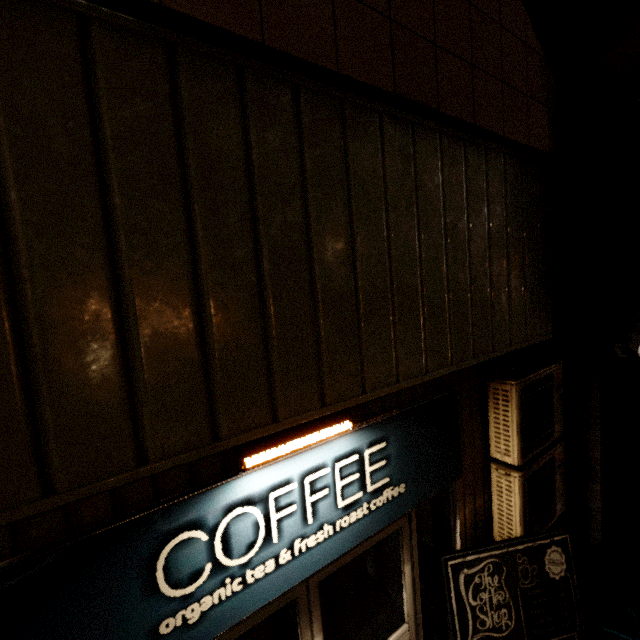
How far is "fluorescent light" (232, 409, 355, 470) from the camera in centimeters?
156cm

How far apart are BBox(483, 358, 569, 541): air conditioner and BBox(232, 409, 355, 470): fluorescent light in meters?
1.5

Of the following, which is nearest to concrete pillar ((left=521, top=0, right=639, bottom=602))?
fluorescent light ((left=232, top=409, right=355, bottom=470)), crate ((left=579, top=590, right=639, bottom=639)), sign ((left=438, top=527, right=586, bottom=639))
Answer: crate ((left=579, top=590, right=639, bottom=639))

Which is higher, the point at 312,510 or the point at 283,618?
the point at 312,510

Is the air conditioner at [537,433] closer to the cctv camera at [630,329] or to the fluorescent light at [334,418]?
the cctv camera at [630,329]

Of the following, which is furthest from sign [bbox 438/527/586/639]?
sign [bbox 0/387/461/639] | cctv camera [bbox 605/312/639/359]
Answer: cctv camera [bbox 605/312/639/359]

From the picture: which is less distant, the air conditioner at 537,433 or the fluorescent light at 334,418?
the fluorescent light at 334,418

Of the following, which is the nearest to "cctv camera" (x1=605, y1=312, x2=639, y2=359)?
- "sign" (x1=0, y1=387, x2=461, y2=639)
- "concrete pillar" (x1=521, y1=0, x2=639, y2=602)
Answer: "concrete pillar" (x1=521, y1=0, x2=639, y2=602)
